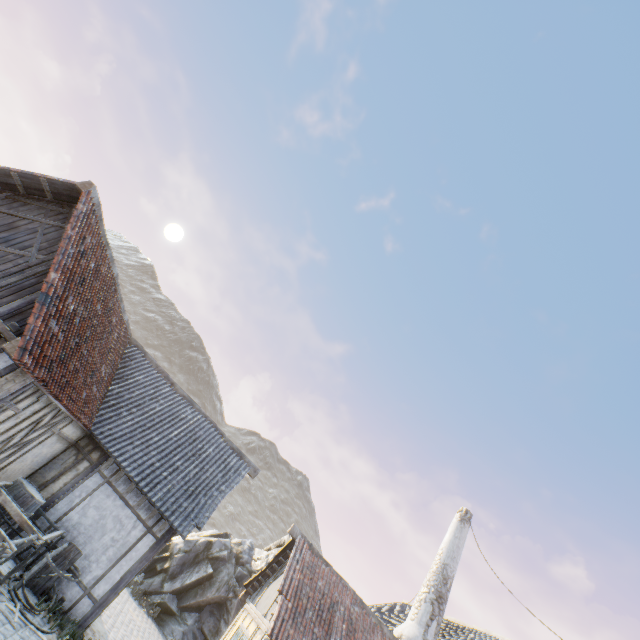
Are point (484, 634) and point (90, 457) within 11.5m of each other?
no

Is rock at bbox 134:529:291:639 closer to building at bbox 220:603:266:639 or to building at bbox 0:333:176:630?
building at bbox 0:333:176:630

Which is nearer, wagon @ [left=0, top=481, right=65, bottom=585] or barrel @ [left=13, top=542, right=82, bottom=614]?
wagon @ [left=0, top=481, right=65, bottom=585]

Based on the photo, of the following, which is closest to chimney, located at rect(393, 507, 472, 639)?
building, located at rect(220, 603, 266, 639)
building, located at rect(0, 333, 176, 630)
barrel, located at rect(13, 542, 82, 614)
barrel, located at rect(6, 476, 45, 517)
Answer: building, located at rect(220, 603, 266, 639)

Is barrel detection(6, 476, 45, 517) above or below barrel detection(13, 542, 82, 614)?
above

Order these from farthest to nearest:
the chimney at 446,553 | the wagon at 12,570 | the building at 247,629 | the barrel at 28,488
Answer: the chimney at 446,553 → the building at 247,629 → the barrel at 28,488 → the wagon at 12,570

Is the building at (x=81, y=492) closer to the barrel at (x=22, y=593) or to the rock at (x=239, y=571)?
the barrel at (x=22, y=593)

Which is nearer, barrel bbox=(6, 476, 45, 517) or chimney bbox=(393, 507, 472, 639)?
barrel bbox=(6, 476, 45, 517)
